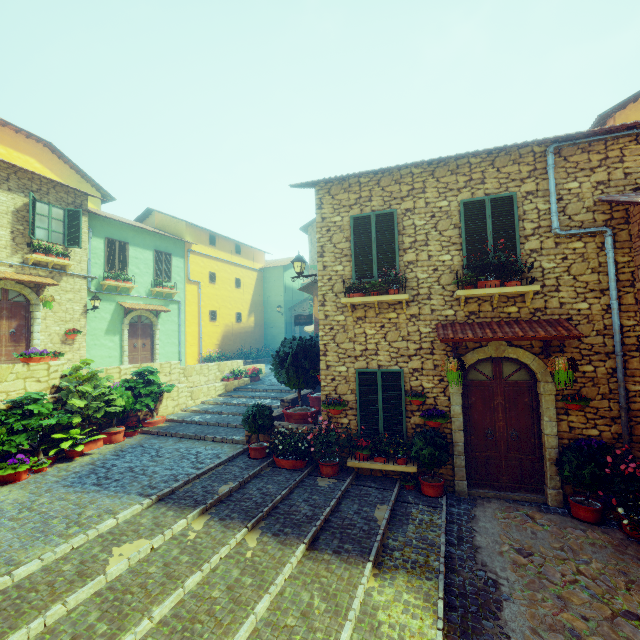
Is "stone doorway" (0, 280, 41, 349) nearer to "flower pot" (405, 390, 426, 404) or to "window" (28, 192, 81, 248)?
"window" (28, 192, 81, 248)

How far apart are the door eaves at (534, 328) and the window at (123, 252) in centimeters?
1512cm

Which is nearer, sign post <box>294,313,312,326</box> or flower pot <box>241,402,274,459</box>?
flower pot <box>241,402,274,459</box>

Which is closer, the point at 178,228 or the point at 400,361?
the point at 400,361

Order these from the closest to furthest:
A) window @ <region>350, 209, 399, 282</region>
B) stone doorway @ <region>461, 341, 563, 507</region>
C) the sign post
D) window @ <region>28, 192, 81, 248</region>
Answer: stone doorway @ <region>461, 341, 563, 507</region>, window @ <region>350, 209, 399, 282</region>, window @ <region>28, 192, 81, 248</region>, the sign post

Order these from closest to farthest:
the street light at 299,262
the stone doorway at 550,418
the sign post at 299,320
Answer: the stone doorway at 550,418
the street light at 299,262
the sign post at 299,320

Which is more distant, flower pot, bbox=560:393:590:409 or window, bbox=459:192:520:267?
window, bbox=459:192:520:267

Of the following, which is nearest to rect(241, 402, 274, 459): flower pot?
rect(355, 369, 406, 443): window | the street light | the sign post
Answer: rect(355, 369, 406, 443): window
